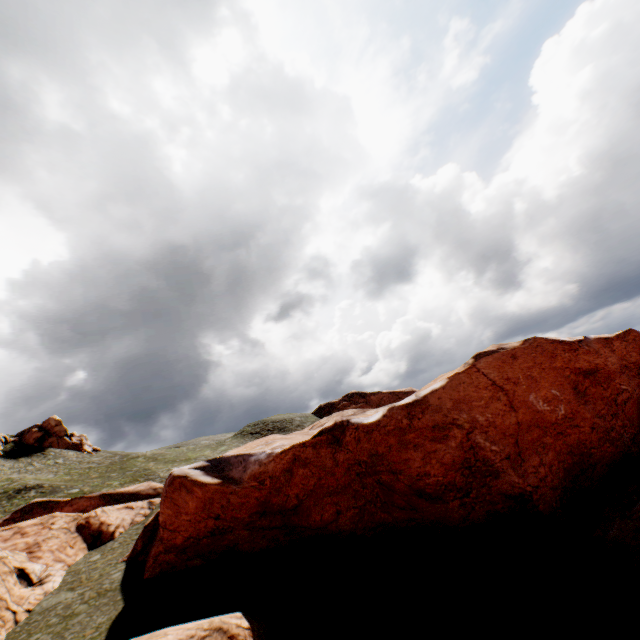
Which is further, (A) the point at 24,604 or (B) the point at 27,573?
(B) the point at 27,573

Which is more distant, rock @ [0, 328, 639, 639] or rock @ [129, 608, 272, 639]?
rock @ [0, 328, 639, 639]

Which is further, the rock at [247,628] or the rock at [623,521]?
the rock at [623,521]
